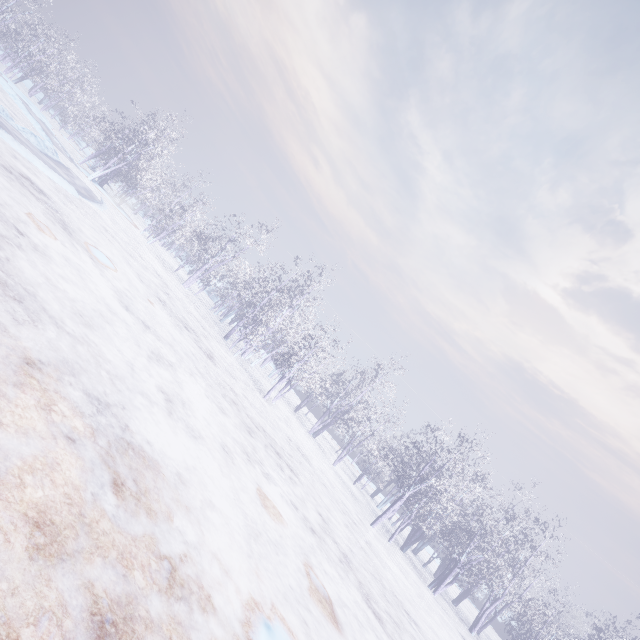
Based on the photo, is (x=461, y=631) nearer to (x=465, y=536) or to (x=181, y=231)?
(x=465, y=536)
